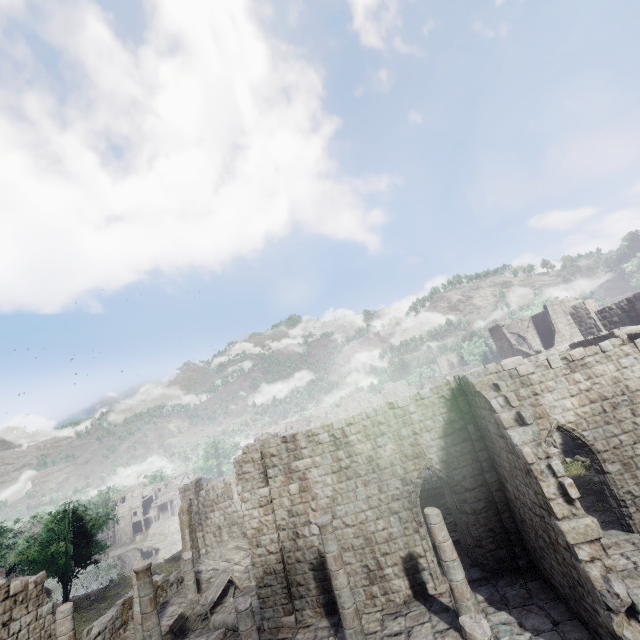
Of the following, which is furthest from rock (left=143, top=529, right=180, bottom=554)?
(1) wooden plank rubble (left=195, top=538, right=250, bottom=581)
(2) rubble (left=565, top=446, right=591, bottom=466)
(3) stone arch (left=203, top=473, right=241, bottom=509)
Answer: (2) rubble (left=565, top=446, right=591, bottom=466)

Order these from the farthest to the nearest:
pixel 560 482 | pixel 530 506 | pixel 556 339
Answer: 1. pixel 556 339
2. pixel 530 506
3. pixel 560 482

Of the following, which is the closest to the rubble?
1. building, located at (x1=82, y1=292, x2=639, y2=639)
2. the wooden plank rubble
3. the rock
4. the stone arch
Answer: building, located at (x1=82, y1=292, x2=639, y2=639)

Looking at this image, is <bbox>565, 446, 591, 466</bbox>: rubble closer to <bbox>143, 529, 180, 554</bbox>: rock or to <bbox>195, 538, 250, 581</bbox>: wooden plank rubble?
<bbox>195, 538, 250, 581</bbox>: wooden plank rubble

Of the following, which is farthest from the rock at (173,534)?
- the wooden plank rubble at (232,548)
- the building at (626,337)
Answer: the wooden plank rubble at (232,548)

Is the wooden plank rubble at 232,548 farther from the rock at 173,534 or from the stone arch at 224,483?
the rock at 173,534

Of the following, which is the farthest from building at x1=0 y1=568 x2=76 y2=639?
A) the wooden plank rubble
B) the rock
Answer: the rock

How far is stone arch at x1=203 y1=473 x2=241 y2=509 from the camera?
32.2 meters
